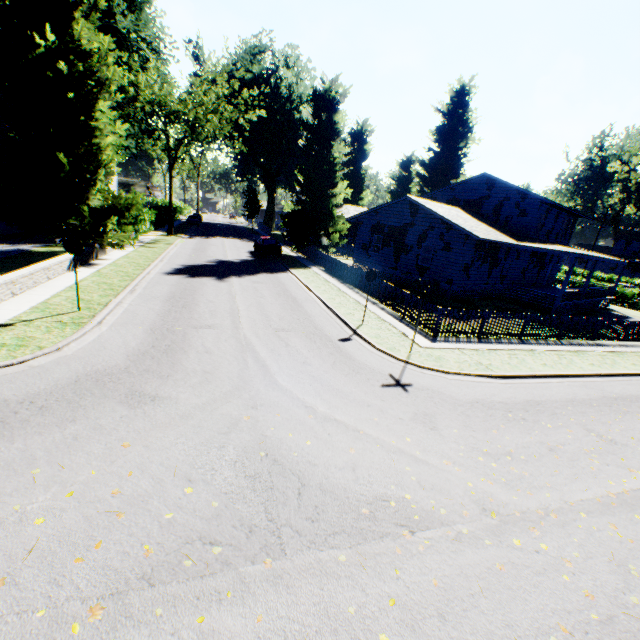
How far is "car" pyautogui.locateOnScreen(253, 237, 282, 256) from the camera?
29.0m

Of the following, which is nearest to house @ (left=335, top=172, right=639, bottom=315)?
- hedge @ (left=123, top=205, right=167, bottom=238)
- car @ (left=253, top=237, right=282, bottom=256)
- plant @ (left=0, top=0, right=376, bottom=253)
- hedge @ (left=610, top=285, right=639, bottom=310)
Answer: plant @ (left=0, top=0, right=376, bottom=253)

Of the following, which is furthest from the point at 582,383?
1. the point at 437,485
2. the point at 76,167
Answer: the point at 76,167

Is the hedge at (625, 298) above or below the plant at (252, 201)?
below

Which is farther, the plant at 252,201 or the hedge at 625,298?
the plant at 252,201

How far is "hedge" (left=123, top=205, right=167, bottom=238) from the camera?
27.0 meters

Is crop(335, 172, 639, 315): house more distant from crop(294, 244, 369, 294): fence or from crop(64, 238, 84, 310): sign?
crop(64, 238, 84, 310): sign

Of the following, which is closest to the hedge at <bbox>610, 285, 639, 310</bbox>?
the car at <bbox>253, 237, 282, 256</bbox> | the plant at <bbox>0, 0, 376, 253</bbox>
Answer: the plant at <bbox>0, 0, 376, 253</bbox>
